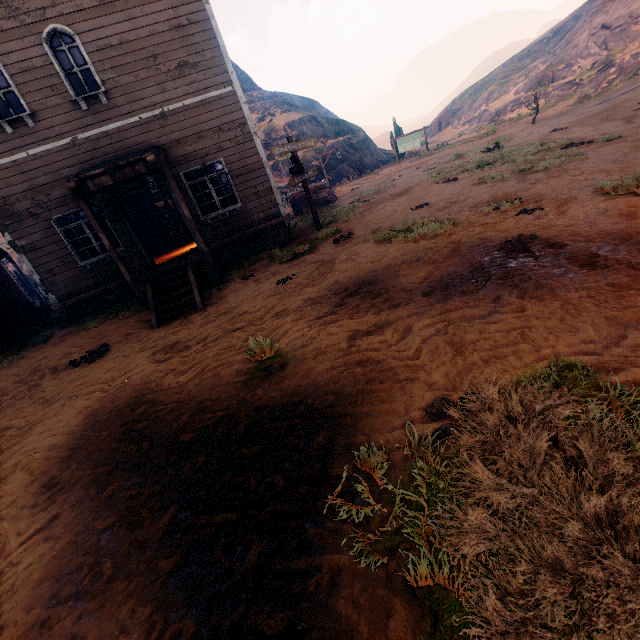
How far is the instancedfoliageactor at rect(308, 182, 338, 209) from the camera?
18.6m

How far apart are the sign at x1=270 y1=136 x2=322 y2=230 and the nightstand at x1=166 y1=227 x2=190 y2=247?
7.2m

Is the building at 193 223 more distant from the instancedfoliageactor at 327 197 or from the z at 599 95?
the instancedfoliageactor at 327 197

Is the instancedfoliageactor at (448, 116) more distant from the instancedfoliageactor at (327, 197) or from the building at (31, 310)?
the building at (31, 310)

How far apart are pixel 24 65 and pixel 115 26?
2.5m

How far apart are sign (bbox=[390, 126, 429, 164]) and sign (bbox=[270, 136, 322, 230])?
19.2 meters

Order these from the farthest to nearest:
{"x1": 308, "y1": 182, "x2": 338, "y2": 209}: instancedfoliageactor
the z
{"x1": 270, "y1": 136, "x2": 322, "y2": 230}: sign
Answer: {"x1": 308, "y1": 182, "x2": 338, "y2": 209}: instancedfoliageactor < {"x1": 270, "y1": 136, "x2": 322, "y2": 230}: sign < the z

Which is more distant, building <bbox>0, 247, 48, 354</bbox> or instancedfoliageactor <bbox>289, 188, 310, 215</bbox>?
instancedfoliageactor <bbox>289, 188, 310, 215</bbox>
